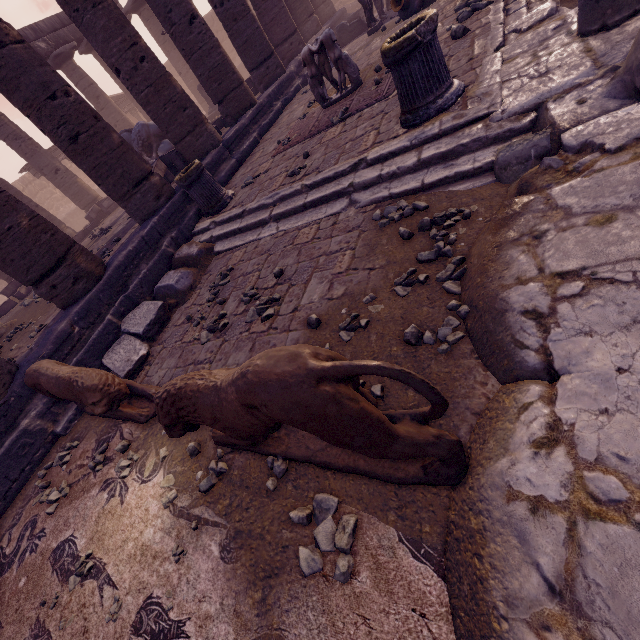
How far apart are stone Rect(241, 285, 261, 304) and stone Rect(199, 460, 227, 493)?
1.4m

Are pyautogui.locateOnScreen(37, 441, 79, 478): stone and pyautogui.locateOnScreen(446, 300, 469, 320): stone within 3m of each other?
no

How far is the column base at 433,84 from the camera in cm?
360

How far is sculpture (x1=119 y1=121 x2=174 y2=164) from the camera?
11.4 meters

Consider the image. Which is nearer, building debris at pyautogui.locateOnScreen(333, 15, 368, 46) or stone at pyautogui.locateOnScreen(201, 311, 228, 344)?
stone at pyautogui.locateOnScreen(201, 311, 228, 344)

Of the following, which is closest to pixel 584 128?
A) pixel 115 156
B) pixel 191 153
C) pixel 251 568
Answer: pixel 251 568

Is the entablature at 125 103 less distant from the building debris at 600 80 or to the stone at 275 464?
the building debris at 600 80

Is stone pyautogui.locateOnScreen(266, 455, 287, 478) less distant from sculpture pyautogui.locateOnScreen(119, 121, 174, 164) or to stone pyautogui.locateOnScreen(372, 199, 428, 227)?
stone pyautogui.locateOnScreen(372, 199, 428, 227)
